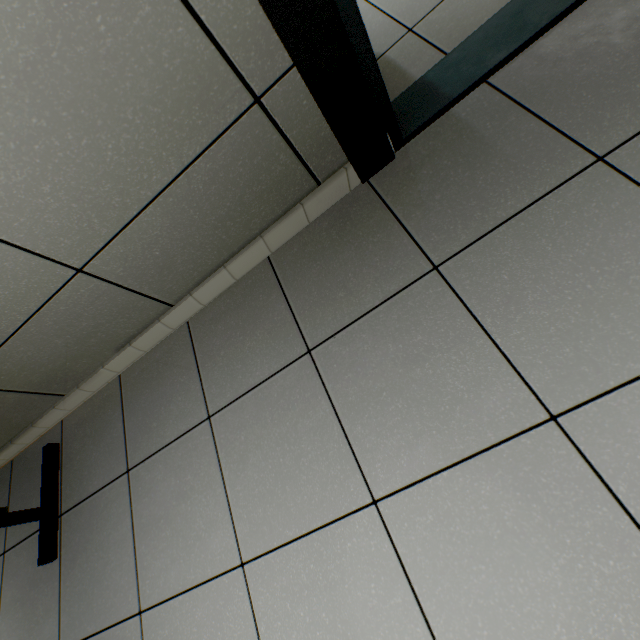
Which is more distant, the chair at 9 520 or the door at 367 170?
the chair at 9 520

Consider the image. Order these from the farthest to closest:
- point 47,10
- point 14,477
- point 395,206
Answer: point 14,477 → point 395,206 → point 47,10

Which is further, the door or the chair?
the chair
